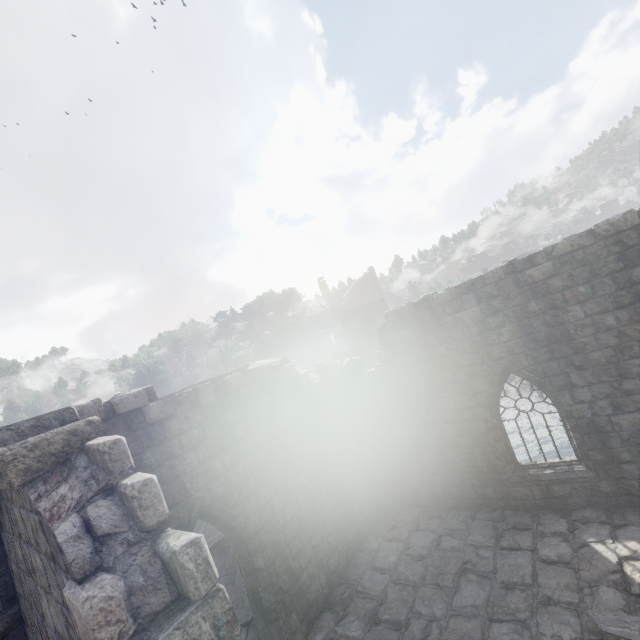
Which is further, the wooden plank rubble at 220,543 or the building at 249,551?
the wooden plank rubble at 220,543

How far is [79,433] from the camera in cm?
308

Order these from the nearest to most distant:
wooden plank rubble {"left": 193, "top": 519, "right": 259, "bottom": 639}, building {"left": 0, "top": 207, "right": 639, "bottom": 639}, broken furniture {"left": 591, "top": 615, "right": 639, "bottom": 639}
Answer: building {"left": 0, "top": 207, "right": 639, "bottom": 639}
broken furniture {"left": 591, "top": 615, "right": 639, "bottom": 639}
wooden plank rubble {"left": 193, "top": 519, "right": 259, "bottom": 639}

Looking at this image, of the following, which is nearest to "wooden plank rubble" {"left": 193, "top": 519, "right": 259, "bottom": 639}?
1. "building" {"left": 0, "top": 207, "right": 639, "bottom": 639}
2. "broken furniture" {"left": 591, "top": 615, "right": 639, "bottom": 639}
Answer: "building" {"left": 0, "top": 207, "right": 639, "bottom": 639}

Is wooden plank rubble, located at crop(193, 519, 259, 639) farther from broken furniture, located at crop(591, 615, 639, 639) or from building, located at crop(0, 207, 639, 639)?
broken furniture, located at crop(591, 615, 639, 639)

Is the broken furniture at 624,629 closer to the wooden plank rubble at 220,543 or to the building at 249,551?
the building at 249,551
